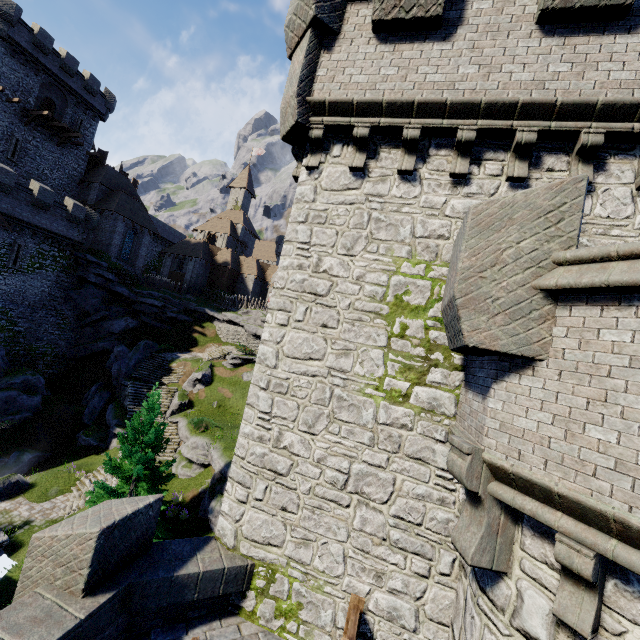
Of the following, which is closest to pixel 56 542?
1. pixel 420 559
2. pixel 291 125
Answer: pixel 420 559

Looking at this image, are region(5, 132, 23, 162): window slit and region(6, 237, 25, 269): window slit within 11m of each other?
yes

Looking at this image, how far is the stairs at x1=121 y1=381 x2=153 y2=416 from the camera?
26.8m

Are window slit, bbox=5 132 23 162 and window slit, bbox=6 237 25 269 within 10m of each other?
yes

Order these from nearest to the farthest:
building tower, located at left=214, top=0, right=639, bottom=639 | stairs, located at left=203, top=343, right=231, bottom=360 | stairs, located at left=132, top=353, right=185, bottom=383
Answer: building tower, located at left=214, top=0, right=639, bottom=639
stairs, located at left=132, top=353, right=185, bottom=383
stairs, located at left=203, top=343, right=231, bottom=360

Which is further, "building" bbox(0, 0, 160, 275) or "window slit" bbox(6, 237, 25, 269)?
"building" bbox(0, 0, 160, 275)

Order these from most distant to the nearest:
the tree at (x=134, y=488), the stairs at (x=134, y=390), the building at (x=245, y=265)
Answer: the building at (x=245, y=265), the stairs at (x=134, y=390), the tree at (x=134, y=488)

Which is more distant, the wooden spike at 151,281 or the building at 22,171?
the wooden spike at 151,281
